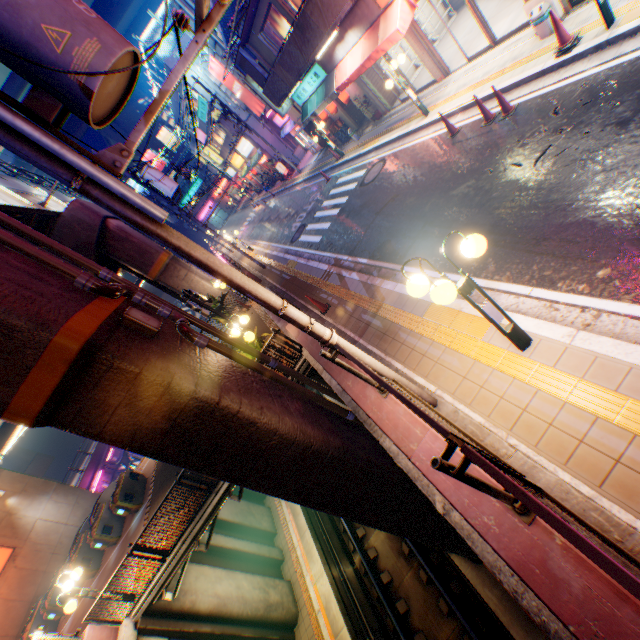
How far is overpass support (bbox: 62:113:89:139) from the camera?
42.6m

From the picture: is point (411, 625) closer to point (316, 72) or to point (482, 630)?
point (482, 630)

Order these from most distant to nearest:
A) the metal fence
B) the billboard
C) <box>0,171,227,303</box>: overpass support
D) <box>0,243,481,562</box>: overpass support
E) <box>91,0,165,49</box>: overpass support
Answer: <box>91,0,165,49</box>: overpass support, the billboard, <box>0,171,227,303</box>: overpass support, <box>0,243,481,562</box>: overpass support, the metal fence

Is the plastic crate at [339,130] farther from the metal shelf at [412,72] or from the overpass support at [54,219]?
the overpass support at [54,219]

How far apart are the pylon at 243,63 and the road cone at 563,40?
14.1 meters

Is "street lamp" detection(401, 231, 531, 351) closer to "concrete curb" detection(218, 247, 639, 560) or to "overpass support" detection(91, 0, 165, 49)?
"concrete curb" detection(218, 247, 639, 560)

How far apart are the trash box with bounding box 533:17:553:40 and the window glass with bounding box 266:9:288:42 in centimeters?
1137cm

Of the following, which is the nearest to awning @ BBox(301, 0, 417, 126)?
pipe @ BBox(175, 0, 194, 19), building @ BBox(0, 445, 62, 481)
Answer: pipe @ BBox(175, 0, 194, 19)
